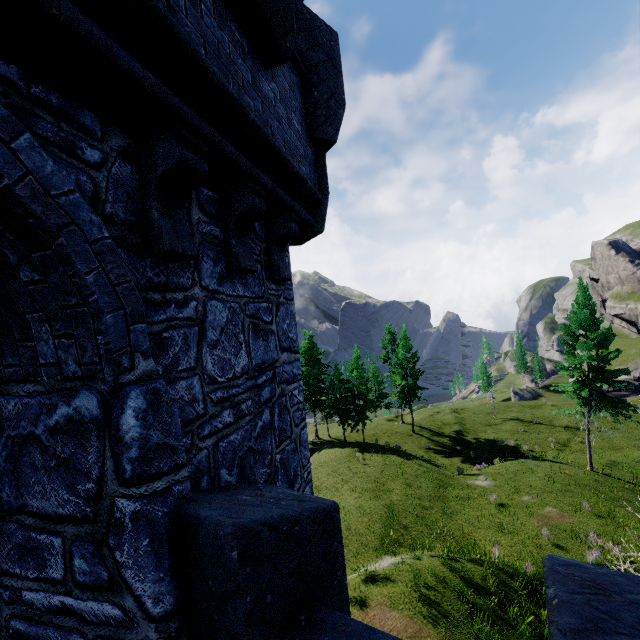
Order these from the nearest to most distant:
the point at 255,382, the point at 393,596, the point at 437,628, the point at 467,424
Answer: the point at 255,382 < the point at 437,628 < the point at 393,596 < the point at 467,424
